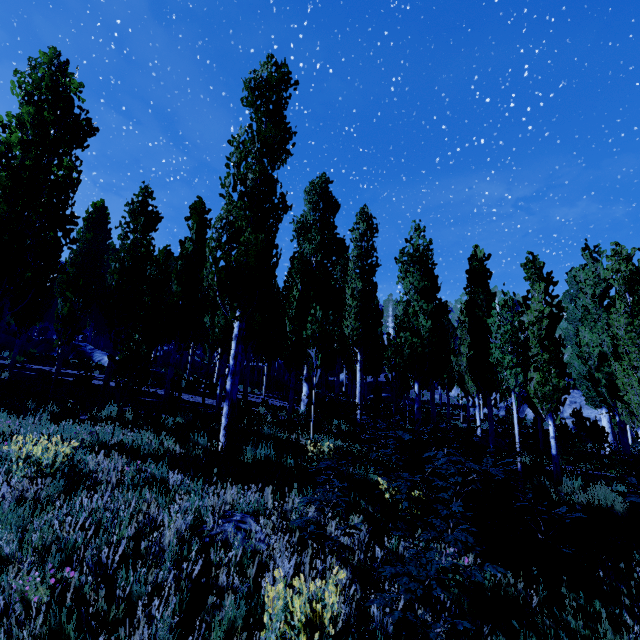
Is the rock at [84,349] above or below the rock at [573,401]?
above

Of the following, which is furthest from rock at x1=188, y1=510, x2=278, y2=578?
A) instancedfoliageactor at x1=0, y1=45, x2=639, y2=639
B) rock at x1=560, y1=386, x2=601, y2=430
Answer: rock at x1=560, y1=386, x2=601, y2=430

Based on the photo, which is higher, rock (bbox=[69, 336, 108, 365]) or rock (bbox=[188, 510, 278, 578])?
rock (bbox=[69, 336, 108, 365])

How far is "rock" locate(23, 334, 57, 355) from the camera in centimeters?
2448cm

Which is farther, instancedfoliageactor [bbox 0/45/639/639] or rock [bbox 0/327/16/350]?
rock [bbox 0/327/16/350]

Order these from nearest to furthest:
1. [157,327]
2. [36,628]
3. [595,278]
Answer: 1. [36,628]
2. [157,327]
3. [595,278]
